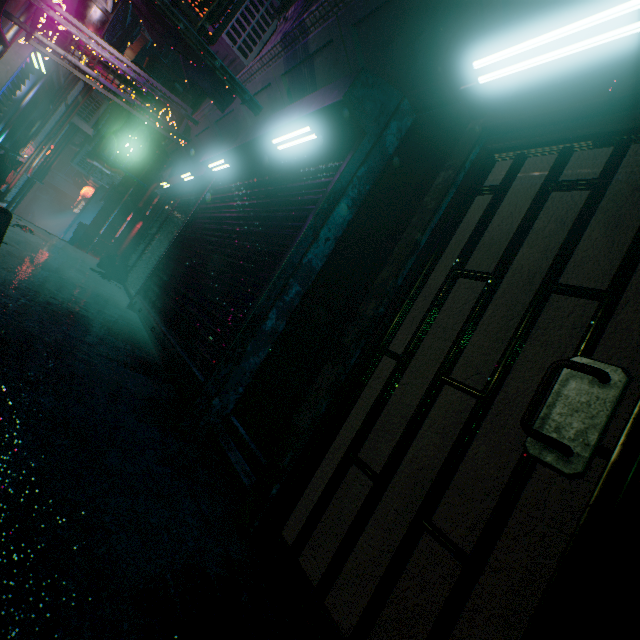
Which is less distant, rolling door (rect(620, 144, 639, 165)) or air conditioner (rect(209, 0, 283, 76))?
rolling door (rect(620, 144, 639, 165))

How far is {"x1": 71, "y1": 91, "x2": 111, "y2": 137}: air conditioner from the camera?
9.08m

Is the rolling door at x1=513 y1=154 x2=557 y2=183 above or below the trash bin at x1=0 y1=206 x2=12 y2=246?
above

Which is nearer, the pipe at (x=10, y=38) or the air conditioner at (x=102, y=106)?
the pipe at (x=10, y=38)

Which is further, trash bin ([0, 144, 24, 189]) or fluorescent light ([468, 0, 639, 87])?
trash bin ([0, 144, 24, 189])

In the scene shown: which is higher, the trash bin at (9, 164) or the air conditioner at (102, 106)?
the air conditioner at (102, 106)

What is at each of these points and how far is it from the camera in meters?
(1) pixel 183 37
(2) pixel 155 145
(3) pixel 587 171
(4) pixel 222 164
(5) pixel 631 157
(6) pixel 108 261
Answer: (1) sign, 2.3 m
(2) air duct, 8.9 m
(3) rolling door, 1.4 m
(4) fluorescent light, 4.4 m
(5) rolling door, 1.3 m
(6) trash bag, 7.5 m

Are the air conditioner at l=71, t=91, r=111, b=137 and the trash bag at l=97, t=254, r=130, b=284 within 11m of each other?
yes
